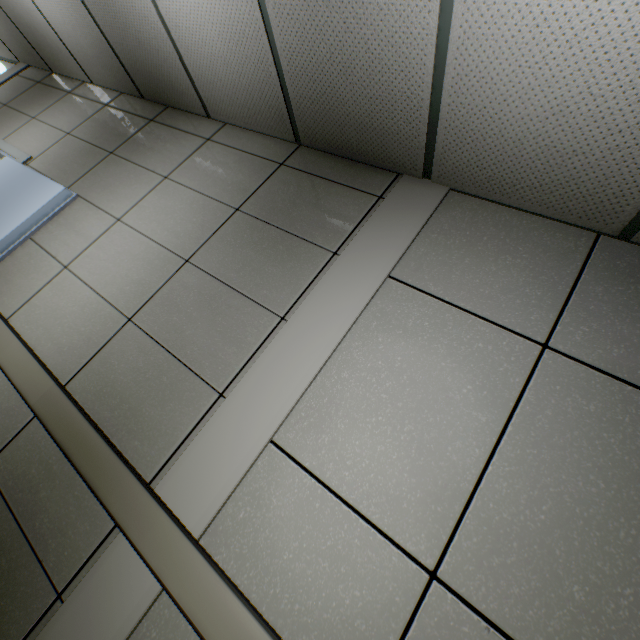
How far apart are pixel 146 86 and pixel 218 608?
3.9 meters
